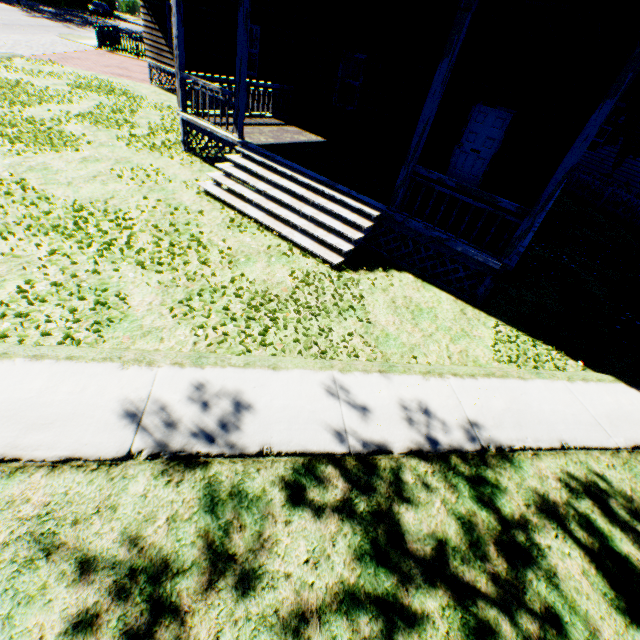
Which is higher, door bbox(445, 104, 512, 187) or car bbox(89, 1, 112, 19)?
door bbox(445, 104, 512, 187)

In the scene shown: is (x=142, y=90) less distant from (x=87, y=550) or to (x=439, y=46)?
(x=439, y=46)

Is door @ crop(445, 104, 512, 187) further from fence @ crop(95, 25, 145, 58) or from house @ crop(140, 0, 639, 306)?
fence @ crop(95, 25, 145, 58)

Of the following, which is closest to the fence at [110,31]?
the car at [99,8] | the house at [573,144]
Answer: the house at [573,144]

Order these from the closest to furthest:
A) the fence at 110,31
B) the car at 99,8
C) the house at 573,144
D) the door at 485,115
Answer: the house at 573,144, the door at 485,115, the fence at 110,31, the car at 99,8

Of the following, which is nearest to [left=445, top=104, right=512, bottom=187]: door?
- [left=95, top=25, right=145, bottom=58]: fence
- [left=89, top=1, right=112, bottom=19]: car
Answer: [left=95, top=25, right=145, bottom=58]: fence

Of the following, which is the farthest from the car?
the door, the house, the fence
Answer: the door
